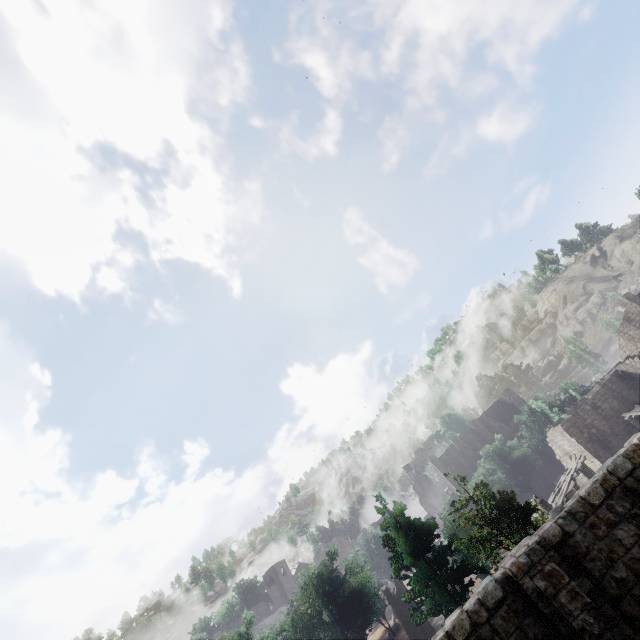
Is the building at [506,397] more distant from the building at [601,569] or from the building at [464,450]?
the building at [601,569]

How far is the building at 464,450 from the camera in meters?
52.3

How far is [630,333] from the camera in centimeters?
4162cm

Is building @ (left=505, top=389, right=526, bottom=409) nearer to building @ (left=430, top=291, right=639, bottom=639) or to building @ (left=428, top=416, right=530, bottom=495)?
building @ (left=428, top=416, right=530, bottom=495)

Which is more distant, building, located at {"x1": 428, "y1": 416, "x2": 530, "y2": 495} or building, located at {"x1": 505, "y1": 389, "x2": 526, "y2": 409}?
building, located at {"x1": 505, "y1": 389, "x2": 526, "y2": 409}

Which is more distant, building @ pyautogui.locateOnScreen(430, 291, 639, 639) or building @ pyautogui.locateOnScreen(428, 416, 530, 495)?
building @ pyautogui.locateOnScreen(428, 416, 530, 495)

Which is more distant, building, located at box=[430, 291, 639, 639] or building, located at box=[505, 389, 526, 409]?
building, located at box=[505, 389, 526, 409]
